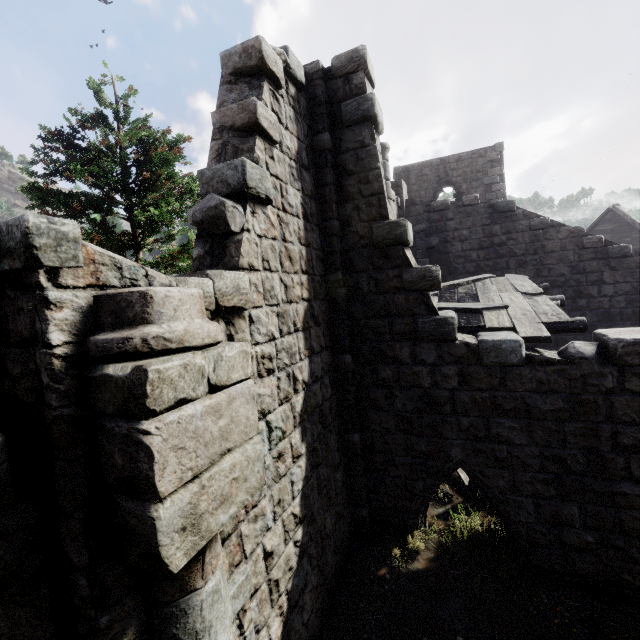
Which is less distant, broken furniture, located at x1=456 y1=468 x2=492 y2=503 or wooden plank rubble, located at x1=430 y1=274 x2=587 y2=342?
wooden plank rubble, located at x1=430 y1=274 x2=587 y2=342

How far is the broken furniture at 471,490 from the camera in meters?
7.4

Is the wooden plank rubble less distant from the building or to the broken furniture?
the building

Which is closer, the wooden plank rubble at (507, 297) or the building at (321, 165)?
the building at (321, 165)

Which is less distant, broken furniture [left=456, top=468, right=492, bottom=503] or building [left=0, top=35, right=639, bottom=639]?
building [left=0, top=35, right=639, bottom=639]

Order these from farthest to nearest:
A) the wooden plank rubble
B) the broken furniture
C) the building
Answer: the broken furniture < the wooden plank rubble < the building

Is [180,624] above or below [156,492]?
below
